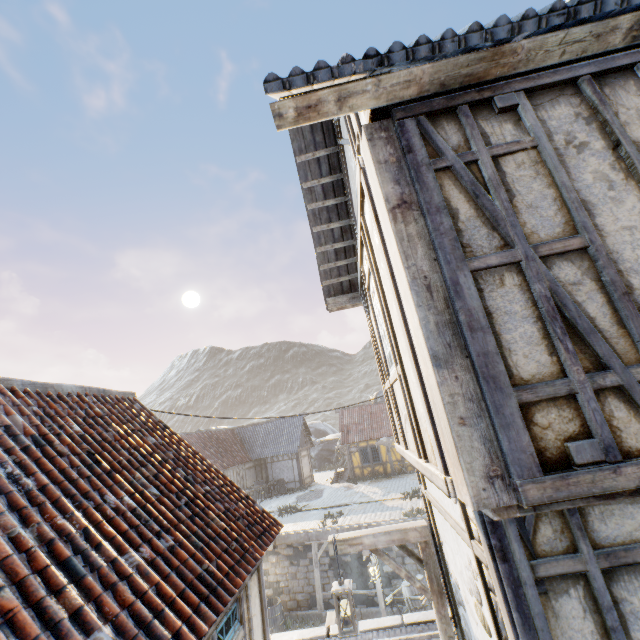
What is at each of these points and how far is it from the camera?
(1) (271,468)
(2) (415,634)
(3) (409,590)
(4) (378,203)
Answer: (1) building, 27.95m
(2) stone gutter, 6.89m
(3) barrel, 11.76m
(4) building, 2.80m

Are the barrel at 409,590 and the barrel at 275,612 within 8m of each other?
yes

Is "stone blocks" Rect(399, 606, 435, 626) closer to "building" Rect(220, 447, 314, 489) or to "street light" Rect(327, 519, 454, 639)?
"building" Rect(220, 447, 314, 489)

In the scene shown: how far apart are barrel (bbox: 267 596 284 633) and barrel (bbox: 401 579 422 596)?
5.47m

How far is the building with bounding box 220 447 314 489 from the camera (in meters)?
25.67

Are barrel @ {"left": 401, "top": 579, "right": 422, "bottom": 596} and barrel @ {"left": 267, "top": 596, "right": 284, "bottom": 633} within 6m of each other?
yes

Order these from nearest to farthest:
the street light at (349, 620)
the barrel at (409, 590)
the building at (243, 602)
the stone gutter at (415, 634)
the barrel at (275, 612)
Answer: the building at (243, 602) < the street light at (349, 620) < the stone gutter at (415, 634) < the barrel at (409, 590) < the barrel at (275, 612)

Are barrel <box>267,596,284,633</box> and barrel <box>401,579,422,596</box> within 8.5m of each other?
yes
